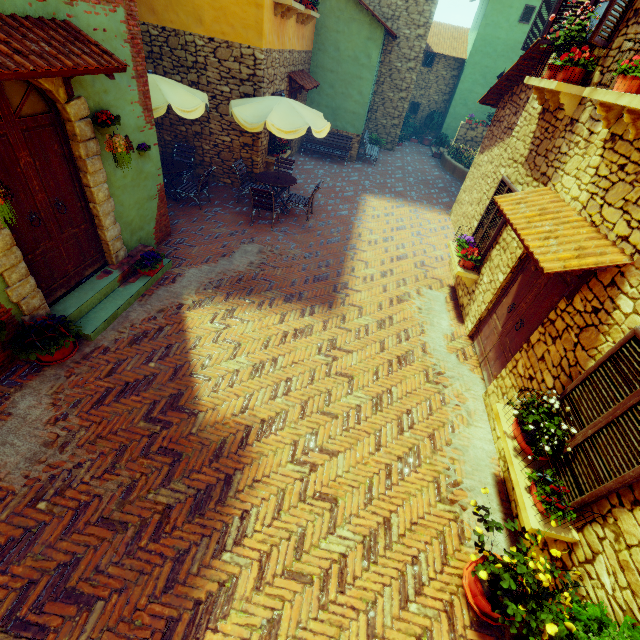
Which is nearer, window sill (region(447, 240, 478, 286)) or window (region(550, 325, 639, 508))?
window (region(550, 325, 639, 508))

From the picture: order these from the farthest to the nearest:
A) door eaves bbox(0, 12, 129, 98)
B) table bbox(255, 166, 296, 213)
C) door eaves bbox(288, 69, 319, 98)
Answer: door eaves bbox(288, 69, 319, 98)
table bbox(255, 166, 296, 213)
door eaves bbox(0, 12, 129, 98)

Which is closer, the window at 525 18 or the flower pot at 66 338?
the flower pot at 66 338

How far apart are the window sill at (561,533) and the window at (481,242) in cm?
373

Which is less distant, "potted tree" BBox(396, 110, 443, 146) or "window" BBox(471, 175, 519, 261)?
"window" BBox(471, 175, 519, 261)

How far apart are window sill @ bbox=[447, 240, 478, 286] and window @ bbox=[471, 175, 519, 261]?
0.1m

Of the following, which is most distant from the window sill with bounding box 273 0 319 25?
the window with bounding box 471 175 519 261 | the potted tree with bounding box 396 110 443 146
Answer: the potted tree with bounding box 396 110 443 146

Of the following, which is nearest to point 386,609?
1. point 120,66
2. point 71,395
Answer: point 71,395
